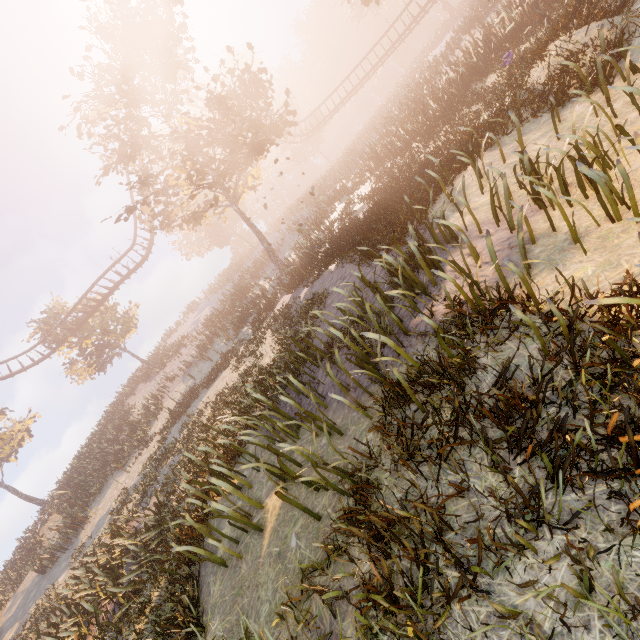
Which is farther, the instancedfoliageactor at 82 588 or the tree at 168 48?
the tree at 168 48

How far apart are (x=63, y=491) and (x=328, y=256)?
29.0m

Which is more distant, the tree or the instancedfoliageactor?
the tree
